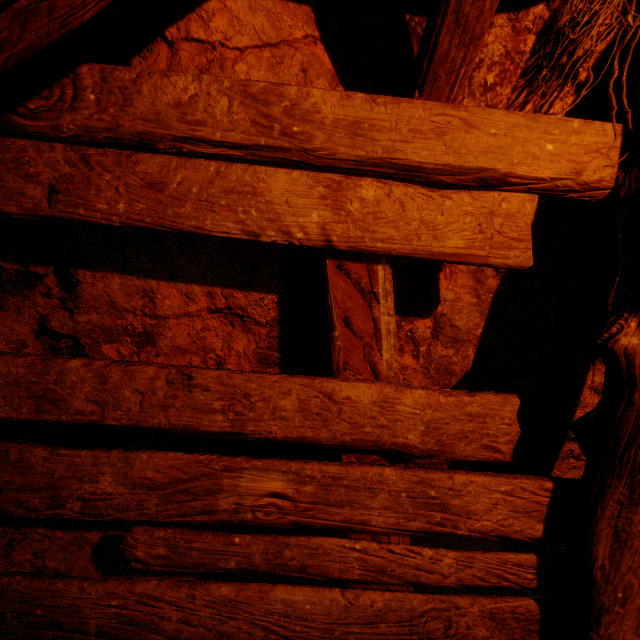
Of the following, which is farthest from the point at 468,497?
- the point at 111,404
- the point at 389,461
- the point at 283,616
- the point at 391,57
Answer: the point at 391,57
